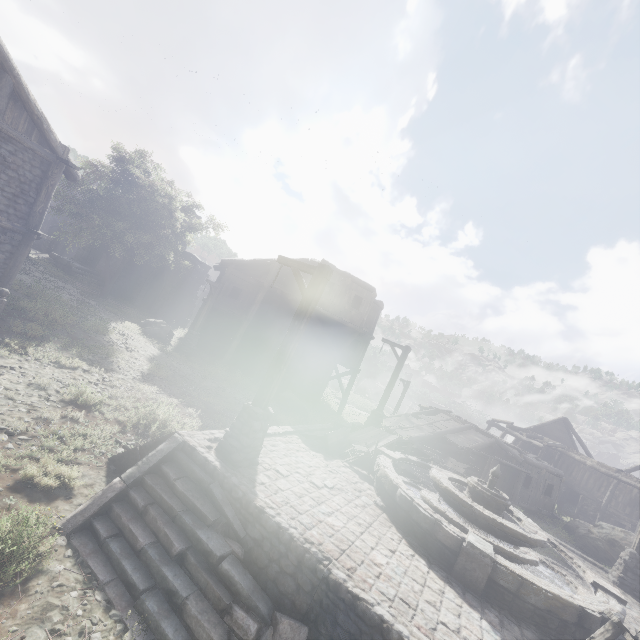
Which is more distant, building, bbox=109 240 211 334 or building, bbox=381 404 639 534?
building, bbox=109 240 211 334

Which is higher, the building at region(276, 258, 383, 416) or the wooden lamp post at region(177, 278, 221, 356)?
the building at region(276, 258, 383, 416)

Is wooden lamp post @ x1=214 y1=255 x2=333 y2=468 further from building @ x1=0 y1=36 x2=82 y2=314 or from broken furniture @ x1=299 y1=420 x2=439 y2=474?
broken furniture @ x1=299 y1=420 x2=439 y2=474

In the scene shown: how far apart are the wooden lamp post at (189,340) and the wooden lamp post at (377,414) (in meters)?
11.35

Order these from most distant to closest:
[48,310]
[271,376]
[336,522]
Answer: [48,310]
[271,376]
[336,522]

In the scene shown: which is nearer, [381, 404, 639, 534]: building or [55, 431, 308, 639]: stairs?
[55, 431, 308, 639]: stairs

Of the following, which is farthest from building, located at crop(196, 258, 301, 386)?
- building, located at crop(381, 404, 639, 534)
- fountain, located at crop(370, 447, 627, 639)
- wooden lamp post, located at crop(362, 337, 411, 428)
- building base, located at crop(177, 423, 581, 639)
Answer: fountain, located at crop(370, 447, 627, 639)

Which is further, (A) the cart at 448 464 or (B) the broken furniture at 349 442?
(A) the cart at 448 464
